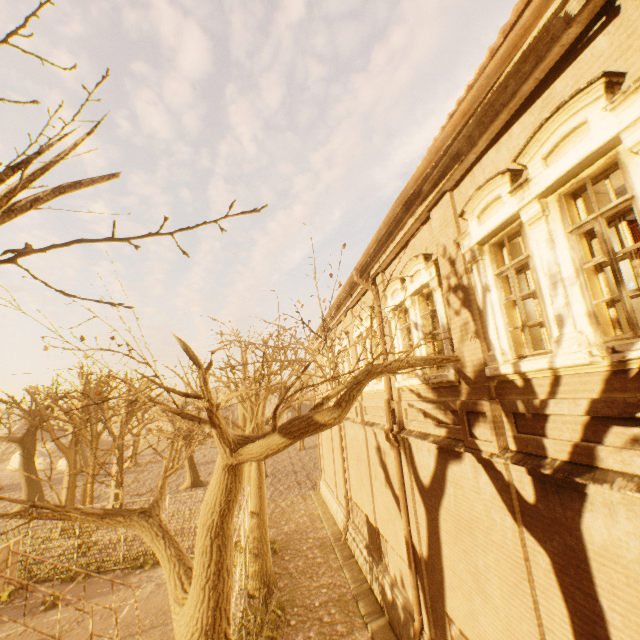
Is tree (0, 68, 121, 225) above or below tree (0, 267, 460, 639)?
above

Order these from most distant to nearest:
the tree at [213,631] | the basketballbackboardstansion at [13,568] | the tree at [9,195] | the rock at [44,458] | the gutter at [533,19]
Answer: the rock at [44,458]
the basketballbackboardstansion at [13,568]
the tree at [213,631]
the gutter at [533,19]
the tree at [9,195]

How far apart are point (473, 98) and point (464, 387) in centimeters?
454cm

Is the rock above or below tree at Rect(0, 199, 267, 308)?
below

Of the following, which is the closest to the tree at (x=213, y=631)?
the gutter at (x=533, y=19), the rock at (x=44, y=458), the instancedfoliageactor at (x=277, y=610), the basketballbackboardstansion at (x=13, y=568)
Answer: the instancedfoliageactor at (x=277, y=610)

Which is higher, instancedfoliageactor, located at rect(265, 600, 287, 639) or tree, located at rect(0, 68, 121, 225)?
tree, located at rect(0, 68, 121, 225)

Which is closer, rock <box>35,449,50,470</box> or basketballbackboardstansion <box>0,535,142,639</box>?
basketballbackboardstansion <box>0,535,142,639</box>
